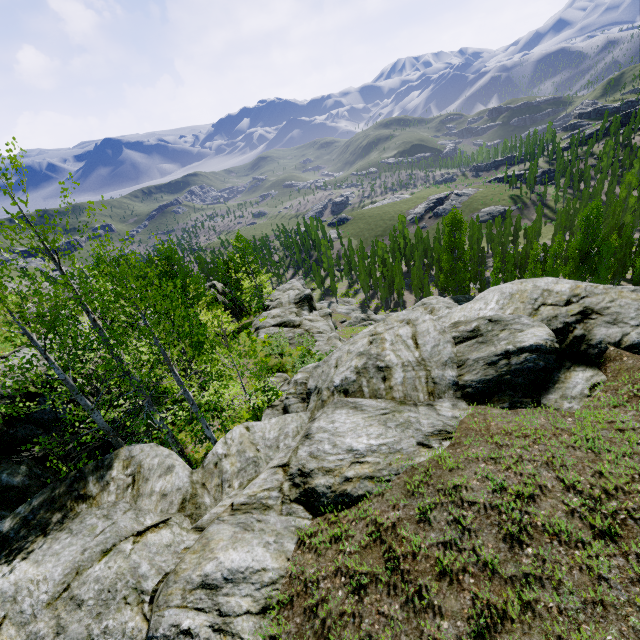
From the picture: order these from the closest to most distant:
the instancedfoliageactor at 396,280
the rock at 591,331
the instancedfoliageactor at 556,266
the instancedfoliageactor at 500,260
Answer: Answer: the rock at 591,331, the instancedfoliageactor at 556,266, the instancedfoliageactor at 500,260, the instancedfoliageactor at 396,280

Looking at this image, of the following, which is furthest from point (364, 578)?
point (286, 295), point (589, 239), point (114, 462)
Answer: point (589, 239)

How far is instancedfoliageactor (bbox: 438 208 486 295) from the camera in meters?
46.1

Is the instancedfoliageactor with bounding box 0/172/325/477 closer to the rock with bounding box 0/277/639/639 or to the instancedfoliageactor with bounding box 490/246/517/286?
the rock with bounding box 0/277/639/639

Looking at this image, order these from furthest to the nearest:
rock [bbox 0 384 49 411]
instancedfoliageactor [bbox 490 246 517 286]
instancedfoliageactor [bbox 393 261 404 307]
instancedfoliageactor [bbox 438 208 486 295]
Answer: instancedfoliageactor [bbox 393 261 404 307]
instancedfoliageactor [bbox 438 208 486 295]
instancedfoliageactor [bbox 490 246 517 286]
rock [bbox 0 384 49 411]

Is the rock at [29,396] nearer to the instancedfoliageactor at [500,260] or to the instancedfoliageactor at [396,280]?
the instancedfoliageactor at [500,260]

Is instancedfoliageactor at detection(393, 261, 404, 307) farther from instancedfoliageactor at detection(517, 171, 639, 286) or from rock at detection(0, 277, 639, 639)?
rock at detection(0, 277, 639, 639)

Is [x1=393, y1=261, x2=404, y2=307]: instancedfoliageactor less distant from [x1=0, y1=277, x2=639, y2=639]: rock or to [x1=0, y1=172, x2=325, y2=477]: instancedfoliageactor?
[x1=0, y1=277, x2=639, y2=639]: rock
